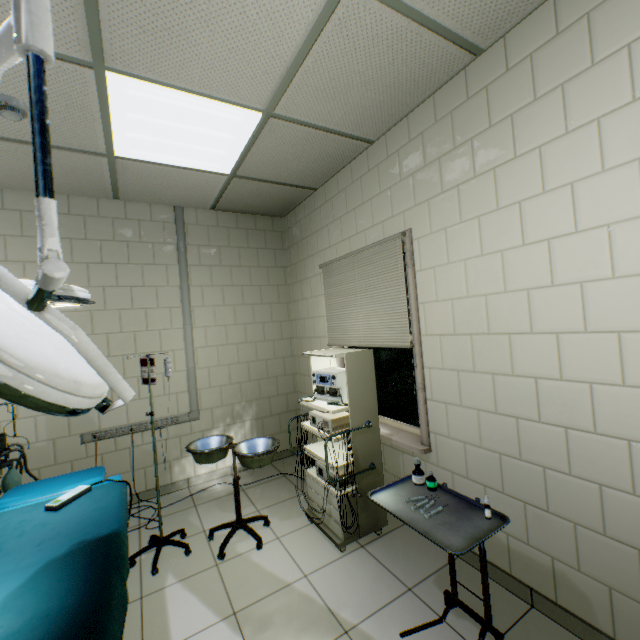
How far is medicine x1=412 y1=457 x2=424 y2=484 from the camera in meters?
1.9 m

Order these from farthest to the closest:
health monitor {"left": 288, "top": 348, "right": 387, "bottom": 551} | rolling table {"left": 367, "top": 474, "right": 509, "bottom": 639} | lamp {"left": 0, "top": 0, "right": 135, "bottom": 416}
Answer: health monitor {"left": 288, "top": 348, "right": 387, "bottom": 551}, rolling table {"left": 367, "top": 474, "right": 509, "bottom": 639}, lamp {"left": 0, "top": 0, "right": 135, "bottom": 416}

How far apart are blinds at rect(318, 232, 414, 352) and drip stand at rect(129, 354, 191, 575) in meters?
1.6 m

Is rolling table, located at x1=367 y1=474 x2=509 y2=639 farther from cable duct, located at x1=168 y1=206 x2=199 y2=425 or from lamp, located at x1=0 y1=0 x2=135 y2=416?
cable duct, located at x1=168 y1=206 x2=199 y2=425

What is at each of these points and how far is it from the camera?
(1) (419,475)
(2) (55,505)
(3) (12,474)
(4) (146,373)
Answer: (1) medicine, 1.9m
(2) remote, 1.7m
(3) artificialrespiration, 2.5m
(4) drip stand, 2.7m

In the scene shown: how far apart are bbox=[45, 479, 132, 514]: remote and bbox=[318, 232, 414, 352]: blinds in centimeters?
211cm

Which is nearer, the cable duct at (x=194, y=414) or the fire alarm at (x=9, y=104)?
the fire alarm at (x=9, y=104)

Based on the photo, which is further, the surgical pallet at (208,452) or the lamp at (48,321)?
the surgical pallet at (208,452)
